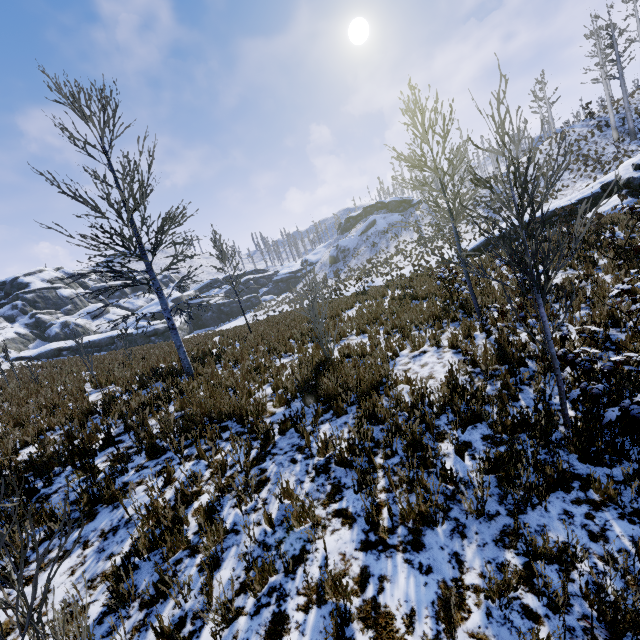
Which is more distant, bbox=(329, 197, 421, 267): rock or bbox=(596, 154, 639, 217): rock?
bbox=(329, 197, 421, 267): rock

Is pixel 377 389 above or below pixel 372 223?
below

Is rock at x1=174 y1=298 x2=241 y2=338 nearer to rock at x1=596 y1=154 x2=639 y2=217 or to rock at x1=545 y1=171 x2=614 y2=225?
rock at x1=545 y1=171 x2=614 y2=225

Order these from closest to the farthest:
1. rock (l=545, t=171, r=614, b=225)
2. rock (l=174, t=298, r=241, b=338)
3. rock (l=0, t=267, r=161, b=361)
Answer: rock (l=545, t=171, r=614, b=225)
rock (l=0, t=267, r=161, b=361)
rock (l=174, t=298, r=241, b=338)

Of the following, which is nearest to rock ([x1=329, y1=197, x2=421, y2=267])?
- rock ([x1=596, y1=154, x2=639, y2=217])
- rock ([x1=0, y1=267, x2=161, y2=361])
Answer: rock ([x1=0, y1=267, x2=161, y2=361])

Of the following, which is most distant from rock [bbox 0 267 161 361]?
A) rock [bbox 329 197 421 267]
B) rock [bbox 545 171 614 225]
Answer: rock [bbox 545 171 614 225]

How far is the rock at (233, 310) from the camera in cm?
4922

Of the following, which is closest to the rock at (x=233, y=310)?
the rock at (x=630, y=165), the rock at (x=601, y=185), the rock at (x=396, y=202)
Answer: the rock at (x=396, y=202)
